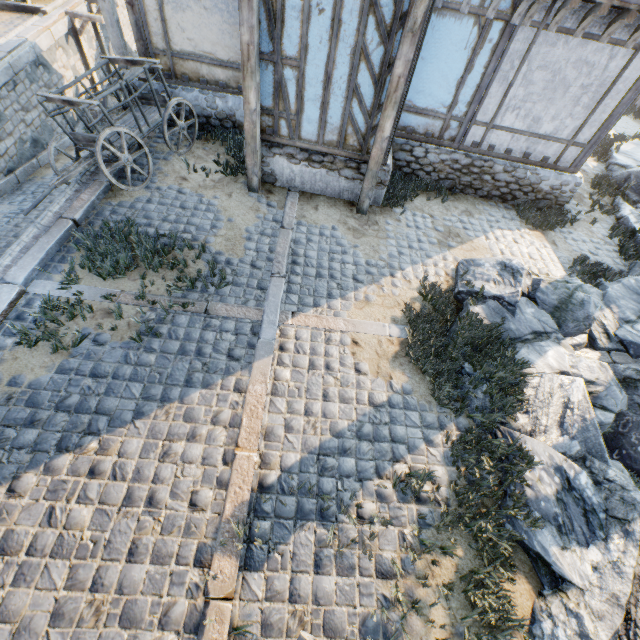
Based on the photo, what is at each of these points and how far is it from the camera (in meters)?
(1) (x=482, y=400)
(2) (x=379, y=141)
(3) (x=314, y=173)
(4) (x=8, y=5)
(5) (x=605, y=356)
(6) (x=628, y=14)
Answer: (1) rock, 4.96
(2) wooden structure, 6.28
(3) stone foundation, 7.48
(4) wooden structure, 12.30
(5) stone blocks, 5.98
(6) wooden structure, 5.62

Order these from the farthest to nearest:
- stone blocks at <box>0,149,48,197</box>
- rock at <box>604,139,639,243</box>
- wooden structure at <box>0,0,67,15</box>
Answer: wooden structure at <box>0,0,67,15</box>
stone blocks at <box>0,149,48,197</box>
rock at <box>604,139,639,243</box>

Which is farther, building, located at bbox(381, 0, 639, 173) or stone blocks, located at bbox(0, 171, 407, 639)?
building, located at bbox(381, 0, 639, 173)

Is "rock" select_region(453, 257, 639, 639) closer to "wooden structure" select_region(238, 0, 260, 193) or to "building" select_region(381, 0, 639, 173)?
"building" select_region(381, 0, 639, 173)

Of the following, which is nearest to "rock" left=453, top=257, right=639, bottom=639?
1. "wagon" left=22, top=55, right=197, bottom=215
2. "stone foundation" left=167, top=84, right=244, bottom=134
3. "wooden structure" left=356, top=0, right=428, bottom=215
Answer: "stone foundation" left=167, top=84, right=244, bottom=134

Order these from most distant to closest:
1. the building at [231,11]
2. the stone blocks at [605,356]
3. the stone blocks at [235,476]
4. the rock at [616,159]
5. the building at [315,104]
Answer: the rock at [616,159], the building at [231,11], the stone blocks at [605,356], the building at [315,104], the stone blocks at [235,476]

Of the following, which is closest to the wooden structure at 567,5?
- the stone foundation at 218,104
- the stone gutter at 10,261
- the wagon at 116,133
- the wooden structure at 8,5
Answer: the stone foundation at 218,104

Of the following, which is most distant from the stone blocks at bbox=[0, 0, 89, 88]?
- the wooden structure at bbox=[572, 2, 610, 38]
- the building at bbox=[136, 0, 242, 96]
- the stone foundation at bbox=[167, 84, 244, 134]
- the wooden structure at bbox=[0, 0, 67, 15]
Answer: the wooden structure at bbox=[572, 2, 610, 38]
